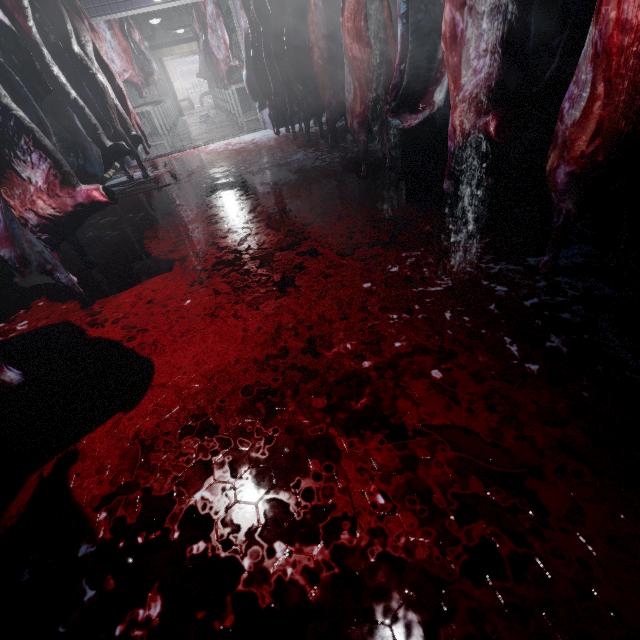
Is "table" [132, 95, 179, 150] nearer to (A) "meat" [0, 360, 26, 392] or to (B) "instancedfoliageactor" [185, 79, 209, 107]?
(B) "instancedfoliageactor" [185, 79, 209, 107]

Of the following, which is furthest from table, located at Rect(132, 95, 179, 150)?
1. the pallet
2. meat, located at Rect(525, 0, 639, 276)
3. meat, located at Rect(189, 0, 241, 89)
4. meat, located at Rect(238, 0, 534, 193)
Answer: meat, located at Rect(525, 0, 639, 276)

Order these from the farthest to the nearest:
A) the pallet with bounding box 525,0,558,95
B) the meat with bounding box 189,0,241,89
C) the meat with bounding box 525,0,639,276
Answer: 1. the meat with bounding box 189,0,241,89
2. the pallet with bounding box 525,0,558,95
3. the meat with bounding box 525,0,639,276

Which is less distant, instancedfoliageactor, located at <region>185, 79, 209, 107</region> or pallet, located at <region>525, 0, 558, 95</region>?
pallet, located at <region>525, 0, 558, 95</region>

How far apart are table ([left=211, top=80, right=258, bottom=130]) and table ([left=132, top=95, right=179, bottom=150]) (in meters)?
1.58

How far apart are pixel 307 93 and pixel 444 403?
3.6 meters

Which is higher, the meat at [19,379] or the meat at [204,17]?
the meat at [204,17]

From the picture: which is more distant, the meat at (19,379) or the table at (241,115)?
the table at (241,115)
